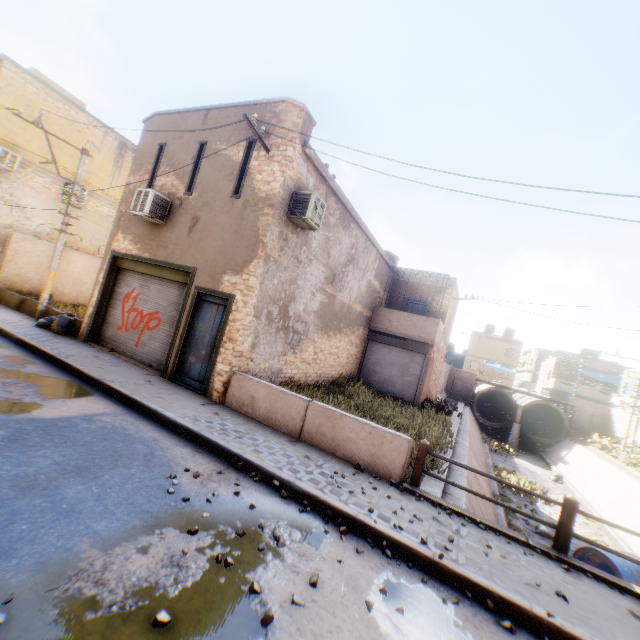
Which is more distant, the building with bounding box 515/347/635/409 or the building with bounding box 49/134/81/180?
the building with bounding box 515/347/635/409

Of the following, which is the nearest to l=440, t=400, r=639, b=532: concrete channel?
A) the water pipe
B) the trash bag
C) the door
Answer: the water pipe

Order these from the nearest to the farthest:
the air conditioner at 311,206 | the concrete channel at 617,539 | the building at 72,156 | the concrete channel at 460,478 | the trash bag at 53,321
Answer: the air conditioner at 311,206 < the concrete channel at 460,478 < the trash bag at 53,321 < the concrete channel at 617,539 < the building at 72,156

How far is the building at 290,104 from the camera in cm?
888

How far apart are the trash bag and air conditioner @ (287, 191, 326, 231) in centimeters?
223cm

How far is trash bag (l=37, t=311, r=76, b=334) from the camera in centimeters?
1136cm

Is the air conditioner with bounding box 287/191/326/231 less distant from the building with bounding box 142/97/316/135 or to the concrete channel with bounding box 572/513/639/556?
the building with bounding box 142/97/316/135

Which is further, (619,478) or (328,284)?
(619,478)
